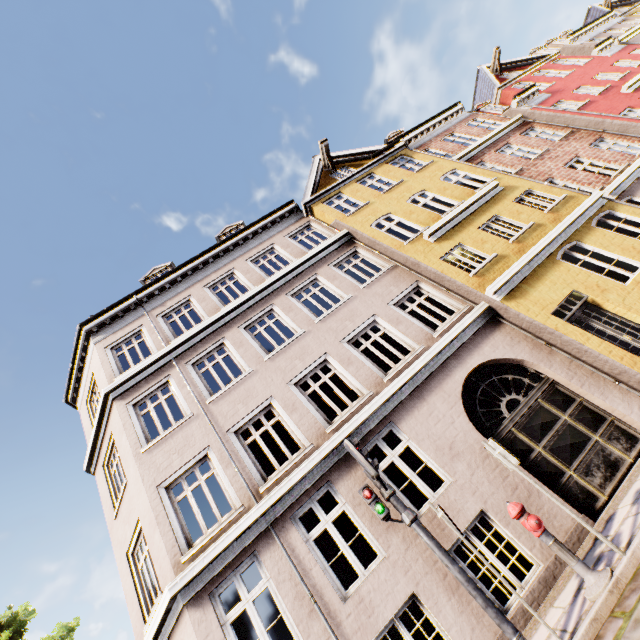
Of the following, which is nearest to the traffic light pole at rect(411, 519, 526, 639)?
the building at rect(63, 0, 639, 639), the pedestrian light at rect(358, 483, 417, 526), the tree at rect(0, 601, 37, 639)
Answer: the pedestrian light at rect(358, 483, 417, 526)

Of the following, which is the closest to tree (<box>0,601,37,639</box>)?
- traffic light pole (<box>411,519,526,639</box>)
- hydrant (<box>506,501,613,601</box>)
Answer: traffic light pole (<box>411,519,526,639</box>)

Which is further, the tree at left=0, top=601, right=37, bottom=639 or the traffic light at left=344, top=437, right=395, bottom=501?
the tree at left=0, top=601, right=37, bottom=639

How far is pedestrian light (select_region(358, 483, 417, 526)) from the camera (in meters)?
4.86

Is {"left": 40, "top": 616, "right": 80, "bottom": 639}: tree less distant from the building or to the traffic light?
the building

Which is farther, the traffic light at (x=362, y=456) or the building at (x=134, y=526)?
the building at (x=134, y=526)

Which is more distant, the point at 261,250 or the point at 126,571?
the point at 261,250

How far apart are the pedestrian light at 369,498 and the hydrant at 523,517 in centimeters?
131cm
